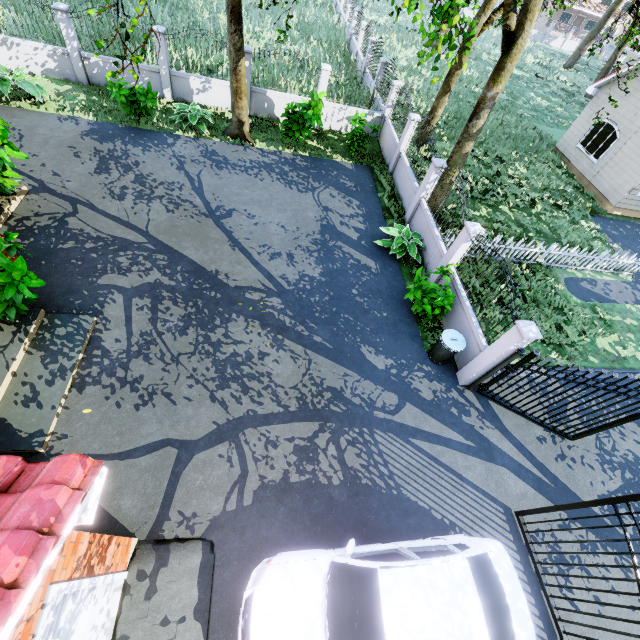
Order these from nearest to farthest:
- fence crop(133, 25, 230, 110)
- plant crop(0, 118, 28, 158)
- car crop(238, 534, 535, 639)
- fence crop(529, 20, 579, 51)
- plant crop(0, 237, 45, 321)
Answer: car crop(238, 534, 535, 639)
plant crop(0, 237, 45, 321)
plant crop(0, 118, 28, 158)
fence crop(133, 25, 230, 110)
fence crop(529, 20, 579, 51)

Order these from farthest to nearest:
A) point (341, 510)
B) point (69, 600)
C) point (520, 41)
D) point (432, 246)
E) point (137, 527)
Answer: point (432, 246) → point (520, 41) → point (341, 510) → point (137, 527) → point (69, 600)

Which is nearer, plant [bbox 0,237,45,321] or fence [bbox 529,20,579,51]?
plant [bbox 0,237,45,321]

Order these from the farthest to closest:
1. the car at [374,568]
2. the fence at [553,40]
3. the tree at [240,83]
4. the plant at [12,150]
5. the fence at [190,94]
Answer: the fence at [553,40] → the fence at [190,94] → the tree at [240,83] → the plant at [12,150] → the car at [374,568]

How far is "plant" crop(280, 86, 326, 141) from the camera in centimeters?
1226cm

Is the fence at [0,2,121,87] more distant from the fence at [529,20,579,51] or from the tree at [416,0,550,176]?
the fence at [529,20,579,51]

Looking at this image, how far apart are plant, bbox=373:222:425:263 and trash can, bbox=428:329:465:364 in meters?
3.1

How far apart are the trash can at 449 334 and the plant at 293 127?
9.5m
